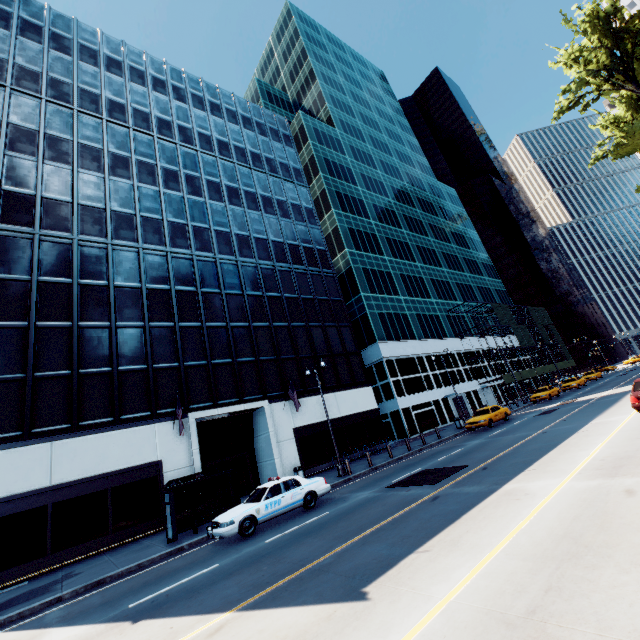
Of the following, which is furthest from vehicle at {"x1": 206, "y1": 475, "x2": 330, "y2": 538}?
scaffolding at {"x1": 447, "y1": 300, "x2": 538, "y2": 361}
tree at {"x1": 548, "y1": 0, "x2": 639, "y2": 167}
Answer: scaffolding at {"x1": 447, "y1": 300, "x2": 538, "y2": 361}

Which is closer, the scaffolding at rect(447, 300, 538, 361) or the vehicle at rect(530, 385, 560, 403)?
the vehicle at rect(530, 385, 560, 403)

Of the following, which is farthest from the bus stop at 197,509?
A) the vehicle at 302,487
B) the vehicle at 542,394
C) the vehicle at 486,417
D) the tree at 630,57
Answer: the vehicle at 542,394

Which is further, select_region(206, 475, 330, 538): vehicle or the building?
the building

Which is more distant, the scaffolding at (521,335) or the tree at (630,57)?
the scaffolding at (521,335)

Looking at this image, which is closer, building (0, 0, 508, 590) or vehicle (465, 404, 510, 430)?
building (0, 0, 508, 590)

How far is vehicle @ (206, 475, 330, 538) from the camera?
11.97m

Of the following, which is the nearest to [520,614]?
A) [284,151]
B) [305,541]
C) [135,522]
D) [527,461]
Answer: [305,541]
